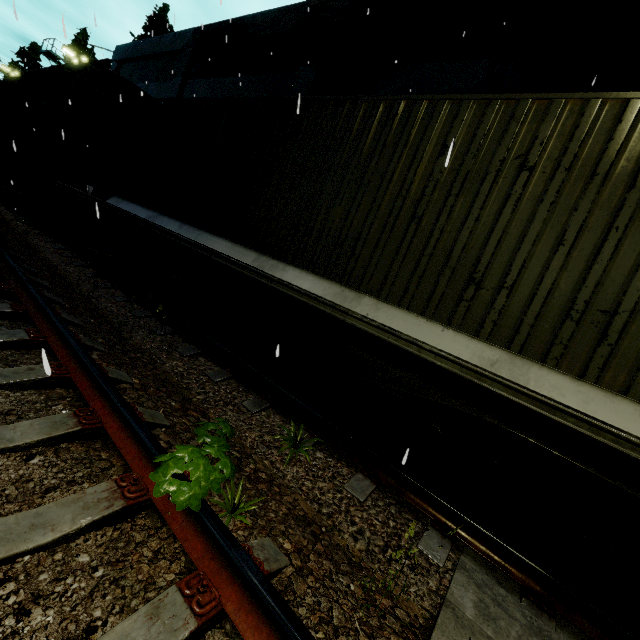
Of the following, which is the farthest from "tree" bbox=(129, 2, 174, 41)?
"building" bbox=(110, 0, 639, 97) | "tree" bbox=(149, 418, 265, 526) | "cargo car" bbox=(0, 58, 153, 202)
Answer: "tree" bbox=(149, 418, 265, 526)

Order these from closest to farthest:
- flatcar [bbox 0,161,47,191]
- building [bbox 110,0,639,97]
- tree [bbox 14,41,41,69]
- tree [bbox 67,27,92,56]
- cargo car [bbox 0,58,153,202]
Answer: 1. building [bbox 110,0,639,97]
2. cargo car [bbox 0,58,153,202]
3. flatcar [bbox 0,161,47,191]
4. tree [bbox 67,27,92,56]
5. tree [bbox 14,41,41,69]

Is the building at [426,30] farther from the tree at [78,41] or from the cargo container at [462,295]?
the cargo container at [462,295]

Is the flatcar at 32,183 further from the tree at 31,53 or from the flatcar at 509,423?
the tree at 31,53

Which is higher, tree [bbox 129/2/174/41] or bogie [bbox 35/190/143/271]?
tree [bbox 129/2/174/41]

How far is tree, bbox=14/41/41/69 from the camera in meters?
45.3 m

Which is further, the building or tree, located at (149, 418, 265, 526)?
the building

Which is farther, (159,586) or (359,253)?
(359,253)
